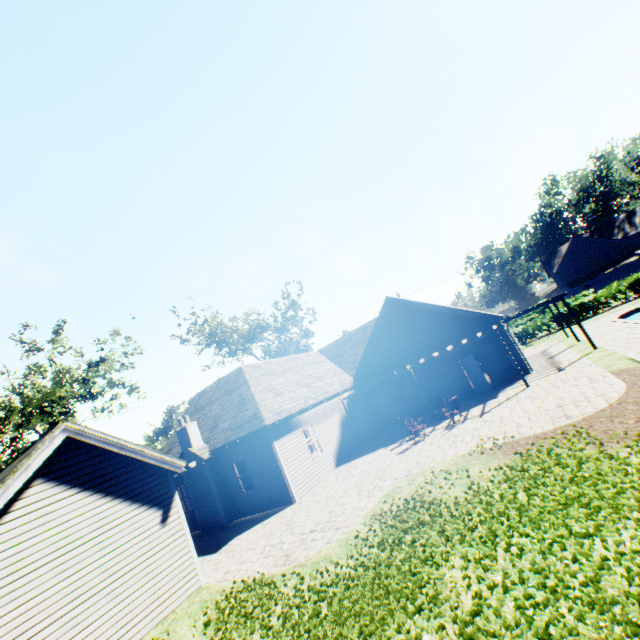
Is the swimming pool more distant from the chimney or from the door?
the chimney

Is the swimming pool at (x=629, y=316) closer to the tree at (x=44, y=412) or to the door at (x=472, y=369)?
the tree at (x=44, y=412)

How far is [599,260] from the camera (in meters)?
58.16

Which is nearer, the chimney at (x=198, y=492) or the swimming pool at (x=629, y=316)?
the chimney at (x=198, y=492)

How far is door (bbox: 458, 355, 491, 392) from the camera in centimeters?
1845cm

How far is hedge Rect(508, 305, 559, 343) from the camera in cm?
3253

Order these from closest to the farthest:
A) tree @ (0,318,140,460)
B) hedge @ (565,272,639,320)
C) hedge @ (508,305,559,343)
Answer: tree @ (0,318,140,460) → hedge @ (565,272,639,320) → hedge @ (508,305,559,343)

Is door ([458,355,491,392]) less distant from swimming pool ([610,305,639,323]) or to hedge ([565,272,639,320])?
swimming pool ([610,305,639,323])
